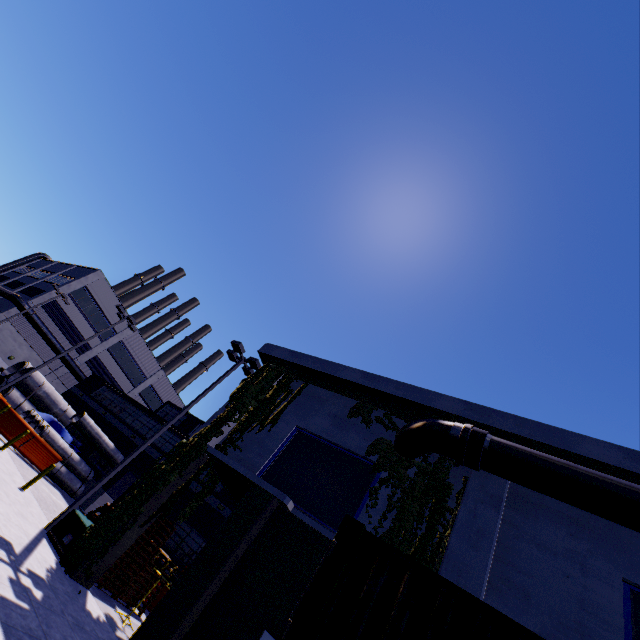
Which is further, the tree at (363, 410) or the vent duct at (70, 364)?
the vent duct at (70, 364)

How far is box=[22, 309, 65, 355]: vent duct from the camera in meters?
33.2

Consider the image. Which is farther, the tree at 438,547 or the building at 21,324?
the building at 21,324

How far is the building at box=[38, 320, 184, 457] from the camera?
28.64m

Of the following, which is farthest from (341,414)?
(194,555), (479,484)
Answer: (194,555)

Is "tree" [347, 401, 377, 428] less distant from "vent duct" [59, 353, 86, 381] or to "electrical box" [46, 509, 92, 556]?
"electrical box" [46, 509, 92, 556]

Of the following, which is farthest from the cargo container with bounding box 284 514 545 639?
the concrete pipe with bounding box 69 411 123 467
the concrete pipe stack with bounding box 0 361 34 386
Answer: the concrete pipe with bounding box 69 411 123 467
